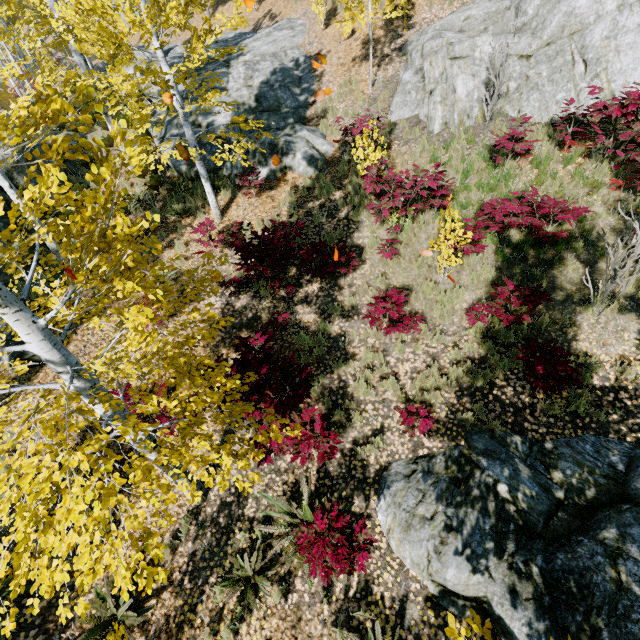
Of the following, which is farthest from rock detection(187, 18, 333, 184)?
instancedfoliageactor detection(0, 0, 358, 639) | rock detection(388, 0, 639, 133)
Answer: rock detection(388, 0, 639, 133)

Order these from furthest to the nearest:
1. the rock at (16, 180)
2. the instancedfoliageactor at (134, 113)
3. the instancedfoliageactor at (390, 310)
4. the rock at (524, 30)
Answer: the rock at (16, 180)
the rock at (524, 30)
the instancedfoliageactor at (390, 310)
the instancedfoliageactor at (134, 113)

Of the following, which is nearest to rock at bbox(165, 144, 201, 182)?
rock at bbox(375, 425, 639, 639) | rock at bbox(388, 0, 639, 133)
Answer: rock at bbox(388, 0, 639, 133)

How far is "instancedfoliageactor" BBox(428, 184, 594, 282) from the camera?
6.40m

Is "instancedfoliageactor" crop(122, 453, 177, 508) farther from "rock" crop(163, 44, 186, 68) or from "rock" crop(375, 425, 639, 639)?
"rock" crop(163, 44, 186, 68)

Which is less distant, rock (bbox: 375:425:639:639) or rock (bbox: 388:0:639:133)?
rock (bbox: 375:425:639:639)

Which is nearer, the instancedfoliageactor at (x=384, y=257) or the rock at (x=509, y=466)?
the rock at (x=509, y=466)

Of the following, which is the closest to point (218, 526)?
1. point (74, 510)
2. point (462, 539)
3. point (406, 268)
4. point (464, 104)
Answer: point (462, 539)
